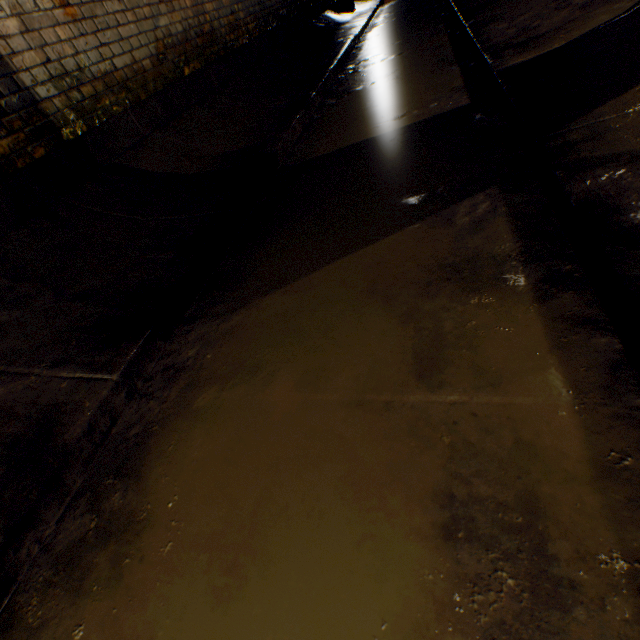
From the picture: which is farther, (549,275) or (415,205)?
(415,205)
